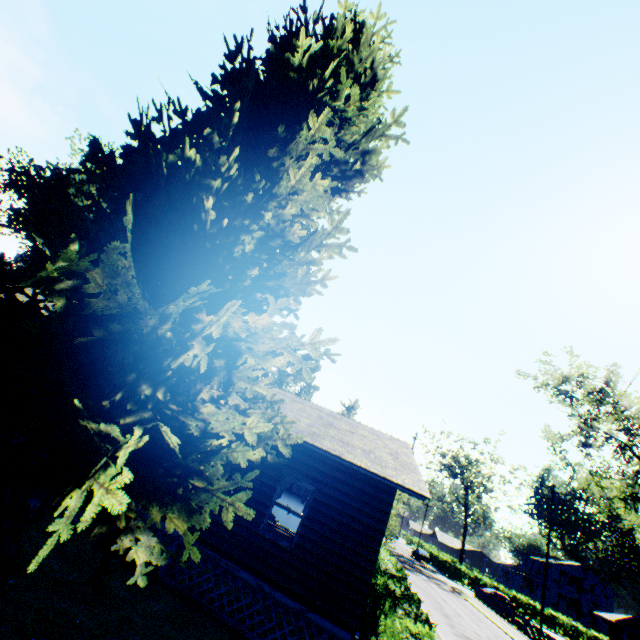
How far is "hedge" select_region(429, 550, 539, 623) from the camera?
46.3 meters

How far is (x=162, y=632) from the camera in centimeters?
646cm

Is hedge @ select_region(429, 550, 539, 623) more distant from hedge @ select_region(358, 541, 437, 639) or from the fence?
hedge @ select_region(358, 541, 437, 639)

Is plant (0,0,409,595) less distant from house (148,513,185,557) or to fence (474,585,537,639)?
house (148,513,185,557)

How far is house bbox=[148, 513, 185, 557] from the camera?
8.6 meters

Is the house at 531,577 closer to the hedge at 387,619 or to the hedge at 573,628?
the hedge at 573,628

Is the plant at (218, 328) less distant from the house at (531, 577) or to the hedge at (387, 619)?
the hedge at (387, 619)

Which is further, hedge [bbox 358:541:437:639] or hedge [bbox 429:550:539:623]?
hedge [bbox 429:550:539:623]
